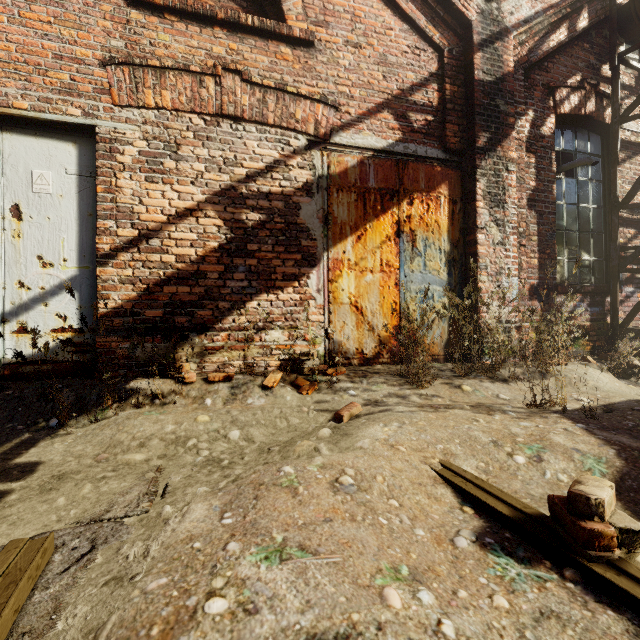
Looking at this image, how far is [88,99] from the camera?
3.2 meters

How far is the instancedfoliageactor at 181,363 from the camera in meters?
2.8 m

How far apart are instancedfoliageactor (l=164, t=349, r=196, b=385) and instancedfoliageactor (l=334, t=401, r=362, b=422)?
1.3m

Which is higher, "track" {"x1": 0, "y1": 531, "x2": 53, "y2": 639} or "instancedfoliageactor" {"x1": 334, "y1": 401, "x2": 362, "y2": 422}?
"instancedfoliageactor" {"x1": 334, "y1": 401, "x2": 362, "y2": 422}

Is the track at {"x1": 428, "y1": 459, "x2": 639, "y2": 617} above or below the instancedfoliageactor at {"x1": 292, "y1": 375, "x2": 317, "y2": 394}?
below

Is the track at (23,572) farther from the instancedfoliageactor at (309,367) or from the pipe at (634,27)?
the instancedfoliageactor at (309,367)

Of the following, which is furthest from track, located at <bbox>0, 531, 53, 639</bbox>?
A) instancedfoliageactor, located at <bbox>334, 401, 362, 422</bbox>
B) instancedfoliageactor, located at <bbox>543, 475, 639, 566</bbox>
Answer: instancedfoliageactor, located at <bbox>334, 401, 362, 422</bbox>

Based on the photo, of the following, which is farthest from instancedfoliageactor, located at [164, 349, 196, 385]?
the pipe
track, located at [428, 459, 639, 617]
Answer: track, located at [428, 459, 639, 617]
